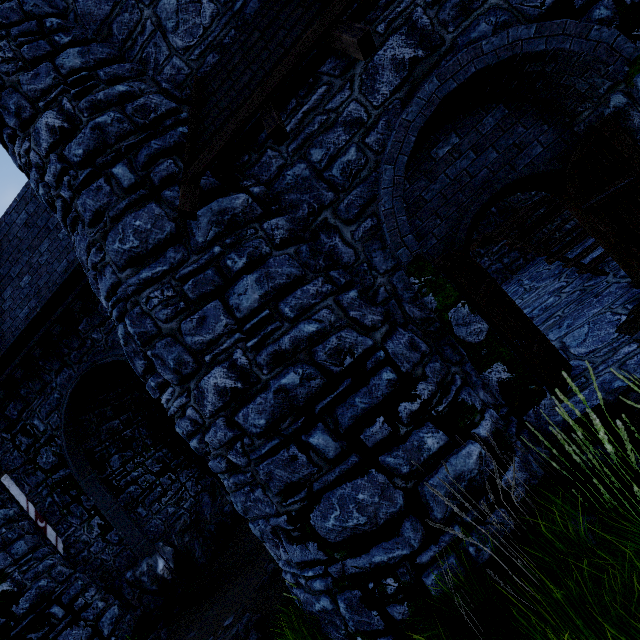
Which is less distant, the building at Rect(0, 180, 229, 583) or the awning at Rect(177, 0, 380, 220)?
the awning at Rect(177, 0, 380, 220)

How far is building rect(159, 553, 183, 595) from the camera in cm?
946

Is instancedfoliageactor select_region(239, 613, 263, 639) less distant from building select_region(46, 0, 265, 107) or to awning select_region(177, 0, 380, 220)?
building select_region(46, 0, 265, 107)

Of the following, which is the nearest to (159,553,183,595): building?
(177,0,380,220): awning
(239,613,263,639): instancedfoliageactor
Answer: (177,0,380,220): awning

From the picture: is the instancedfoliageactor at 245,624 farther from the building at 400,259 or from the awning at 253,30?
the awning at 253,30

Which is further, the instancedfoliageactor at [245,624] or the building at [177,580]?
the building at [177,580]

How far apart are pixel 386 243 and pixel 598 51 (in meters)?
3.02
